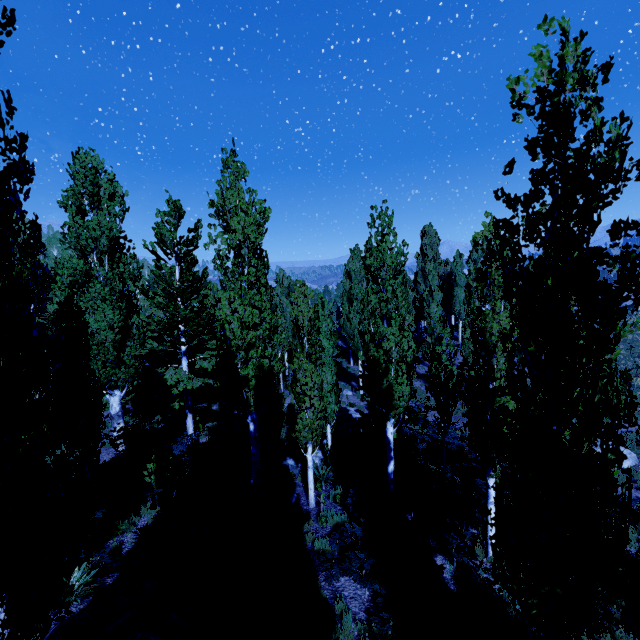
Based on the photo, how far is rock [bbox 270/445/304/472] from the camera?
14.7 meters

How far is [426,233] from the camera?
37.3 meters

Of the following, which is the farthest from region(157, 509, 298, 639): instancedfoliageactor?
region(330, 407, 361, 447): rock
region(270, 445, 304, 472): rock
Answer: region(270, 445, 304, 472): rock

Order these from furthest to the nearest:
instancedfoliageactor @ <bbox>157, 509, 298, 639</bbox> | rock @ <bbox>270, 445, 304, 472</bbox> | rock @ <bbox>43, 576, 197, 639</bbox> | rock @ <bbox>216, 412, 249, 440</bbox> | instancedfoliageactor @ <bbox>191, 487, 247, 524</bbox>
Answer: rock @ <bbox>216, 412, 249, 440</bbox>, rock @ <bbox>270, 445, 304, 472</bbox>, instancedfoliageactor @ <bbox>191, 487, 247, 524</bbox>, instancedfoliageactor @ <bbox>157, 509, 298, 639</bbox>, rock @ <bbox>43, 576, 197, 639</bbox>

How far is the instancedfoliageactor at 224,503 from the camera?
10.78m

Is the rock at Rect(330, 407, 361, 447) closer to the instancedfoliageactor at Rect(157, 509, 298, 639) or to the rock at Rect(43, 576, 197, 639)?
the instancedfoliageactor at Rect(157, 509, 298, 639)

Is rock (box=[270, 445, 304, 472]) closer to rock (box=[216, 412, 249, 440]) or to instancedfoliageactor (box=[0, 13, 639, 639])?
instancedfoliageactor (box=[0, 13, 639, 639])

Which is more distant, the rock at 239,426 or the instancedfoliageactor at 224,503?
the rock at 239,426
